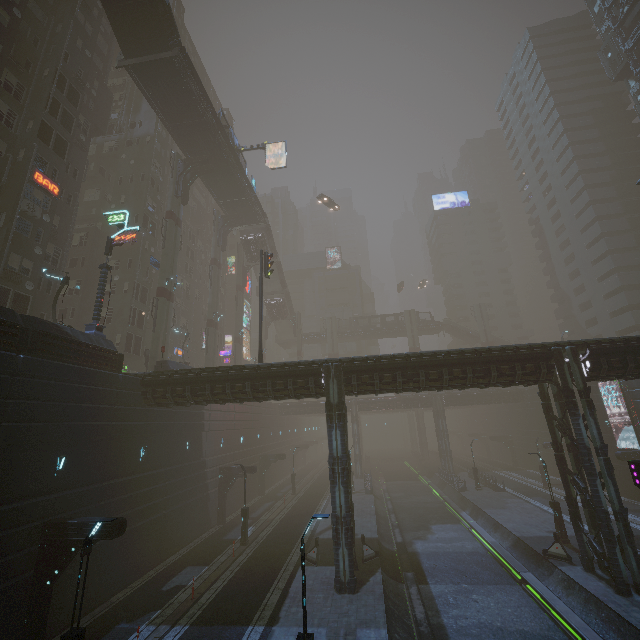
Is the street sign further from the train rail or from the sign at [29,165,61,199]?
the train rail

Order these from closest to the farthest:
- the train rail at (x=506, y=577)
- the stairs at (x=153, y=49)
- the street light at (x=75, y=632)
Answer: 1. the street light at (x=75, y=632)
2. the train rail at (x=506, y=577)
3. the stairs at (x=153, y=49)

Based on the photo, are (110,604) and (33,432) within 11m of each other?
yes

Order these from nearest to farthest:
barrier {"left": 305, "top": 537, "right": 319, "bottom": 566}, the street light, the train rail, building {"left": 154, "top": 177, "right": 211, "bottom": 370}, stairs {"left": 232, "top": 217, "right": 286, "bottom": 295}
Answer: the street light < the train rail < barrier {"left": 305, "top": 537, "right": 319, "bottom": 566} < building {"left": 154, "top": 177, "right": 211, "bottom": 370} < stairs {"left": 232, "top": 217, "right": 286, "bottom": 295}

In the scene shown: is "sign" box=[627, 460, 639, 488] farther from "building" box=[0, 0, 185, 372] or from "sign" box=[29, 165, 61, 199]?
"sign" box=[29, 165, 61, 199]

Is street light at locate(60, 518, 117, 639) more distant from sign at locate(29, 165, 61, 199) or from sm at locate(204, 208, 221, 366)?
sm at locate(204, 208, 221, 366)

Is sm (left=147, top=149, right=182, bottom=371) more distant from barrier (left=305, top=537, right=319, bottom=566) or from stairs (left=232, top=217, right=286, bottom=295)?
barrier (left=305, top=537, right=319, bottom=566)

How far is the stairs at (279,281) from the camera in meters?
51.0
